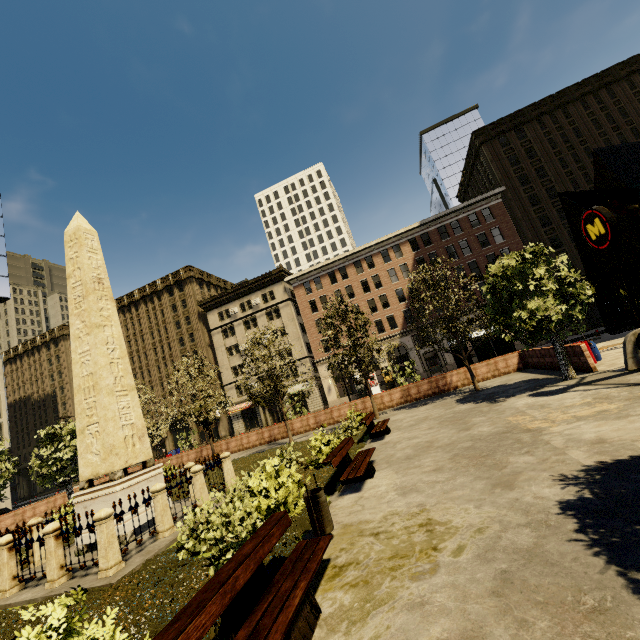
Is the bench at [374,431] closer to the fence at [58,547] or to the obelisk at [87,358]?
the fence at [58,547]

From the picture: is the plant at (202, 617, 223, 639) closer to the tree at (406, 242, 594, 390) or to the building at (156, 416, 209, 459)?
the tree at (406, 242, 594, 390)

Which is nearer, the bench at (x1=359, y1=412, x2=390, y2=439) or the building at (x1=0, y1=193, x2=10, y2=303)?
the bench at (x1=359, y1=412, x2=390, y2=439)

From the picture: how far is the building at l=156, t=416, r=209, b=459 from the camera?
50.0m

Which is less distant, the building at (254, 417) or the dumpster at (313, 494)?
the dumpster at (313, 494)

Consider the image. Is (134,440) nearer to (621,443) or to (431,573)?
(431,573)

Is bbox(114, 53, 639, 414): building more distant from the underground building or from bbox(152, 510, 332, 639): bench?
bbox(152, 510, 332, 639): bench

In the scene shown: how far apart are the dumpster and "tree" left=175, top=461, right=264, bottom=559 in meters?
A: 3.0
